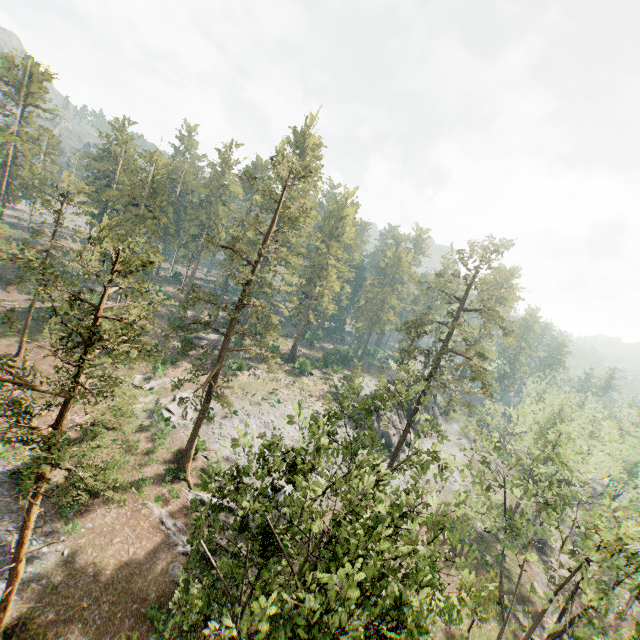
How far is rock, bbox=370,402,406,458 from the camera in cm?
4591

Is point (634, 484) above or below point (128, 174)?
below

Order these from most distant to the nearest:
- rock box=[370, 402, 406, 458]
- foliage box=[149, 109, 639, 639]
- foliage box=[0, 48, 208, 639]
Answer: rock box=[370, 402, 406, 458], foliage box=[0, 48, 208, 639], foliage box=[149, 109, 639, 639]

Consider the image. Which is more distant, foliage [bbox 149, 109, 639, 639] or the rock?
the rock

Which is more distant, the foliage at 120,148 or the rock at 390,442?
the rock at 390,442

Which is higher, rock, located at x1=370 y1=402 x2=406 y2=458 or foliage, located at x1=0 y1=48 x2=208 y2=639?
foliage, located at x1=0 y1=48 x2=208 y2=639

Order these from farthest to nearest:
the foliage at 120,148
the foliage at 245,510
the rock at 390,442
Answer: the rock at 390,442 < the foliage at 120,148 < the foliage at 245,510
